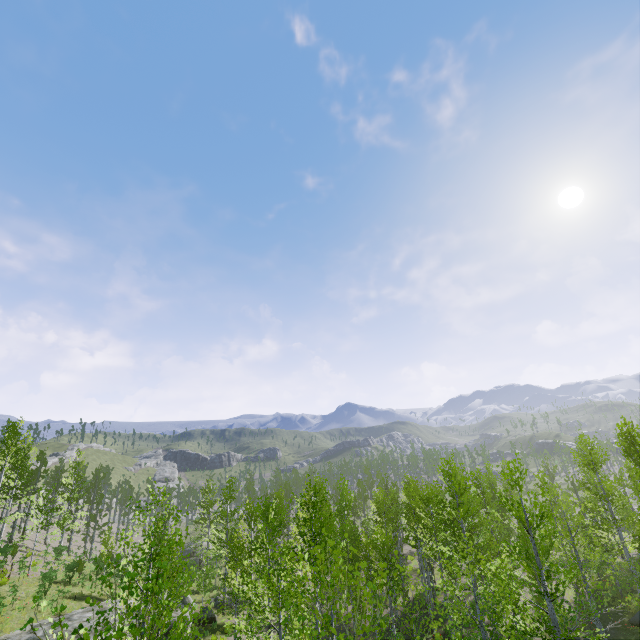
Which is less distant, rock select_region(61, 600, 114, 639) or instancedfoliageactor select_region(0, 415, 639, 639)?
instancedfoliageactor select_region(0, 415, 639, 639)

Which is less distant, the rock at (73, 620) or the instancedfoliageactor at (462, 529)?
the instancedfoliageactor at (462, 529)

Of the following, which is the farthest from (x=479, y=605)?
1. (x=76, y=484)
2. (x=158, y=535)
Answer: (x=76, y=484)
